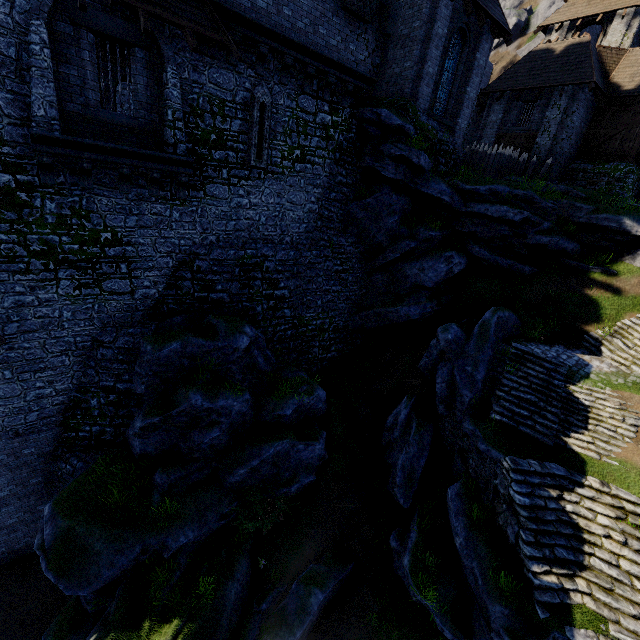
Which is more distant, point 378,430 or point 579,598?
point 378,430

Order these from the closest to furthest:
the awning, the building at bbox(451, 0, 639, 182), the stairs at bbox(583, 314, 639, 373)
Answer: the awning
the stairs at bbox(583, 314, 639, 373)
the building at bbox(451, 0, 639, 182)

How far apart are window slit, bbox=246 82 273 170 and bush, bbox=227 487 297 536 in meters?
12.3 m

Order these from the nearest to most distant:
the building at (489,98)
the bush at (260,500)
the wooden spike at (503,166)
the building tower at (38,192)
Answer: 1. the building tower at (38,192)
2. the bush at (260,500)
3. the building at (489,98)
4. the wooden spike at (503,166)

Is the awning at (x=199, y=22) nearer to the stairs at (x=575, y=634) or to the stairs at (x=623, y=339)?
the stairs at (x=575, y=634)

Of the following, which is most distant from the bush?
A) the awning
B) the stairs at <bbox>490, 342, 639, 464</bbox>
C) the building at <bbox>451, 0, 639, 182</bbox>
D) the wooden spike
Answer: the building at <bbox>451, 0, 639, 182</bbox>

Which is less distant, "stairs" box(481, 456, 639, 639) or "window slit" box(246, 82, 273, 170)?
"stairs" box(481, 456, 639, 639)

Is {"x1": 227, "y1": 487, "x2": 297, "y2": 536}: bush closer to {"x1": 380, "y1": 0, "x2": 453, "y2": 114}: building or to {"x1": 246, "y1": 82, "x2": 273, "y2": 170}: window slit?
{"x1": 246, "y1": 82, "x2": 273, "y2": 170}: window slit
